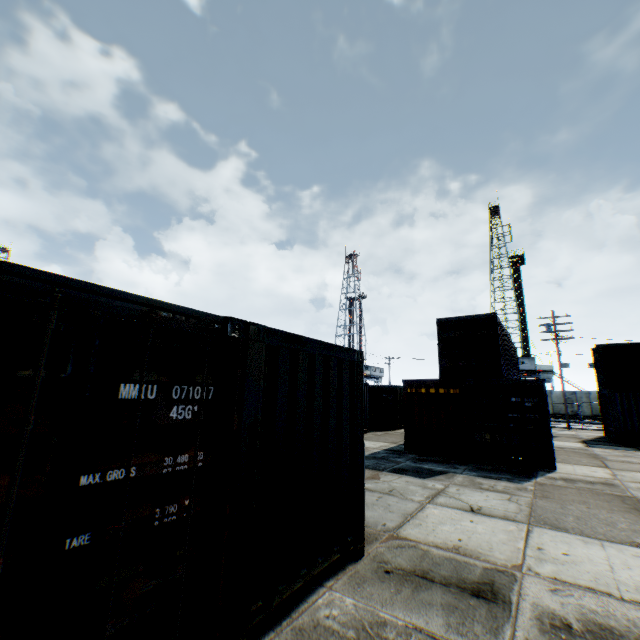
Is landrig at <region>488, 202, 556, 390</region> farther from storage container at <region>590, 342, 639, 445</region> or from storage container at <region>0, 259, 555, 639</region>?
storage container at <region>0, 259, 555, 639</region>

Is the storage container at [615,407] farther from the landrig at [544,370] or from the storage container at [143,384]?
the landrig at [544,370]

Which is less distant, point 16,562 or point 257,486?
point 16,562

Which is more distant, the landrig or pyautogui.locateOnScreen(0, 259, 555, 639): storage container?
the landrig

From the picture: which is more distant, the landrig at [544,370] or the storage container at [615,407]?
the landrig at [544,370]

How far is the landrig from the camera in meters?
45.0

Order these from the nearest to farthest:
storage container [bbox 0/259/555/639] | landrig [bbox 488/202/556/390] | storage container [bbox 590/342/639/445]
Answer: storage container [bbox 0/259/555/639]
storage container [bbox 590/342/639/445]
landrig [bbox 488/202/556/390]
